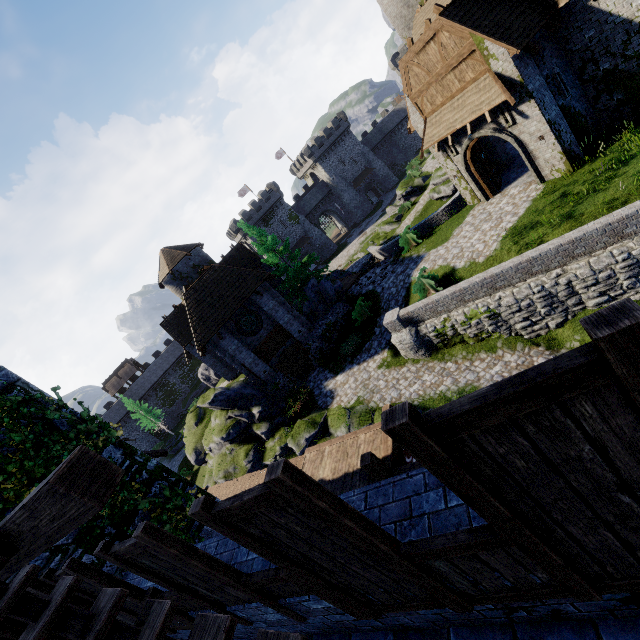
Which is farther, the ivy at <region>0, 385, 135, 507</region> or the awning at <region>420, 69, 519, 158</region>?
the awning at <region>420, 69, 519, 158</region>

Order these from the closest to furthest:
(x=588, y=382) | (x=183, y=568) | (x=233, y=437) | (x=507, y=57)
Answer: (x=588, y=382) → (x=183, y=568) → (x=507, y=57) → (x=233, y=437)

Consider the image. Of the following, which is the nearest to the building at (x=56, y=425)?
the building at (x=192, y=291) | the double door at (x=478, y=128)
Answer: the building at (x=192, y=291)

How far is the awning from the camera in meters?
13.8

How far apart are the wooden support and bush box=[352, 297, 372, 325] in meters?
11.6

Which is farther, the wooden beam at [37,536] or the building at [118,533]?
the building at [118,533]

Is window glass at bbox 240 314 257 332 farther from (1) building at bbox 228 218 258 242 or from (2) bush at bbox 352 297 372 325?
(1) building at bbox 228 218 258 242

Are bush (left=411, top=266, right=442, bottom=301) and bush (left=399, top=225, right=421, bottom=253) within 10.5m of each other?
yes
